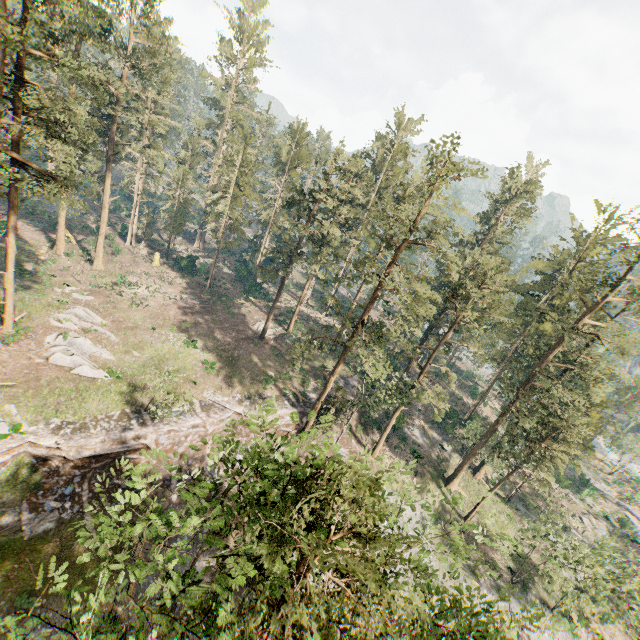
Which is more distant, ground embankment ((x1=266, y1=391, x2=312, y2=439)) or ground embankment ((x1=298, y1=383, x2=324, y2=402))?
ground embankment ((x1=298, y1=383, x2=324, y2=402))

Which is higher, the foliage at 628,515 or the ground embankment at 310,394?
the ground embankment at 310,394

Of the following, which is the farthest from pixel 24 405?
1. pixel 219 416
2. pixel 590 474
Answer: pixel 590 474

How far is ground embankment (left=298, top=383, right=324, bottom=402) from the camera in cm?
3628

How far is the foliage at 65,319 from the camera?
30.7m

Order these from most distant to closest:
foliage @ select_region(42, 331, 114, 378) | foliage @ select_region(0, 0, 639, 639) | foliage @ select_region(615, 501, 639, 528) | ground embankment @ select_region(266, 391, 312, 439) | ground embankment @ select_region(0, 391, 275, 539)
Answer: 1. foliage @ select_region(615, 501, 639, 528)
2. ground embankment @ select_region(266, 391, 312, 439)
3. foliage @ select_region(42, 331, 114, 378)
4. ground embankment @ select_region(0, 391, 275, 539)
5. foliage @ select_region(0, 0, 639, 639)
